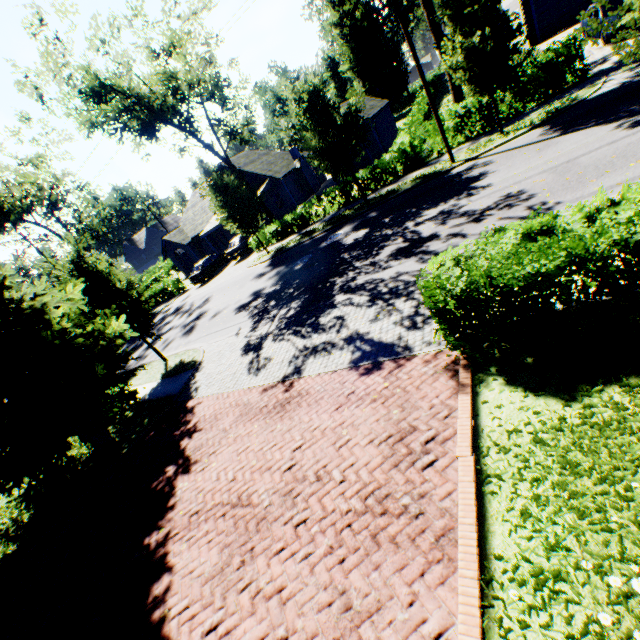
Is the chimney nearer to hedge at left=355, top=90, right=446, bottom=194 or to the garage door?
hedge at left=355, top=90, right=446, bottom=194

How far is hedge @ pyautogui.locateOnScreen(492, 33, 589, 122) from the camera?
14.1m

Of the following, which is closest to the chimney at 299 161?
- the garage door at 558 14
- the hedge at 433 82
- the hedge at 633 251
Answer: the hedge at 433 82

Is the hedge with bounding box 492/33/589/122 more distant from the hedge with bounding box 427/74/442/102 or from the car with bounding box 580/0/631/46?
the hedge with bounding box 427/74/442/102

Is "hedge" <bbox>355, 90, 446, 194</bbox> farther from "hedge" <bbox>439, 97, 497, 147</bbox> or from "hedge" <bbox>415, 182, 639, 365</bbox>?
"hedge" <bbox>415, 182, 639, 365</bbox>

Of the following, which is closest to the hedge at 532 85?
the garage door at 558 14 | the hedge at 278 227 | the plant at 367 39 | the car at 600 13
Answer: the car at 600 13

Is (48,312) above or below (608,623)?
above
